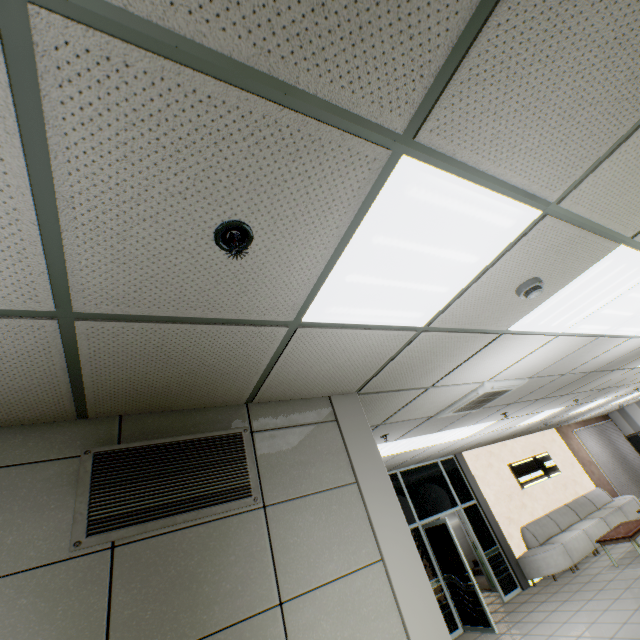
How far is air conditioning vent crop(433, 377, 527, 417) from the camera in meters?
4.1 m

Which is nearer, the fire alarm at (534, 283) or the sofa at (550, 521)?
the fire alarm at (534, 283)

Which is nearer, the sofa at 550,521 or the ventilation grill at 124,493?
the ventilation grill at 124,493

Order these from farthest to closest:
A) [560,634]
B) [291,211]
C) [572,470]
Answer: [572,470] → [560,634] → [291,211]

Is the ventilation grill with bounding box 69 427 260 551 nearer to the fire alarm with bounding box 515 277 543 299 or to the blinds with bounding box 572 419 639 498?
the fire alarm with bounding box 515 277 543 299

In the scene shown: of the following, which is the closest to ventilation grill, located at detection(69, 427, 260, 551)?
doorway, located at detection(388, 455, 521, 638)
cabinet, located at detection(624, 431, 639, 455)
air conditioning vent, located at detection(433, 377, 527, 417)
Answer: air conditioning vent, located at detection(433, 377, 527, 417)

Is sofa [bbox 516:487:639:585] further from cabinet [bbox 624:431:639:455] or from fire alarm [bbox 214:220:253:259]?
fire alarm [bbox 214:220:253:259]

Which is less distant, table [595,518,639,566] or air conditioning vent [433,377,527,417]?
air conditioning vent [433,377,527,417]
